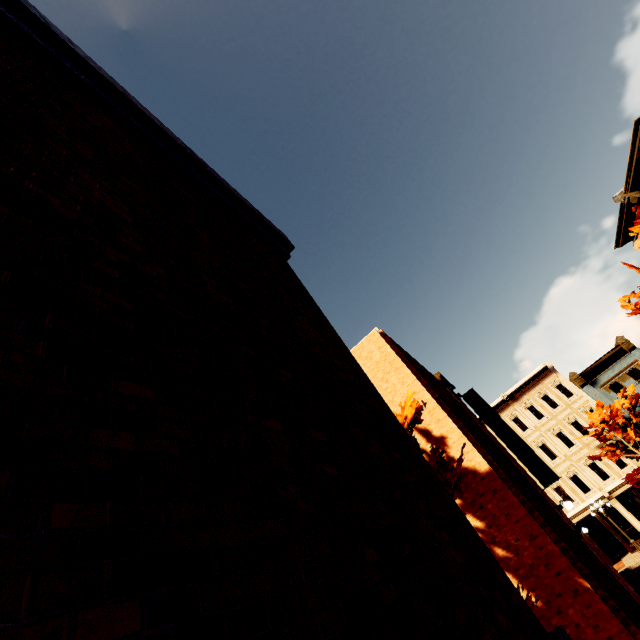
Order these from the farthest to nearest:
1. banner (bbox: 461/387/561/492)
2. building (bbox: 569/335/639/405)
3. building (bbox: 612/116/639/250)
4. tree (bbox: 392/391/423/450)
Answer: building (bbox: 569/335/639/405) < building (bbox: 612/116/639/250) < banner (bbox: 461/387/561/492) < tree (bbox: 392/391/423/450)

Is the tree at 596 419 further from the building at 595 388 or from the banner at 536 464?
the banner at 536 464

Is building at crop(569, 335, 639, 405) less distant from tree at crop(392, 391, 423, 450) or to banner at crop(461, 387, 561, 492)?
banner at crop(461, 387, 561, 492)

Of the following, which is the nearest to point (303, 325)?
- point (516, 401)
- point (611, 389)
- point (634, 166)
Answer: point (634, 166)

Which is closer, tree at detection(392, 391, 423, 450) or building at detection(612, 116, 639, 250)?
tree at detection(392, 391, 423, 450)

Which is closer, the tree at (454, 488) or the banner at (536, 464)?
the tree at (454, 488)

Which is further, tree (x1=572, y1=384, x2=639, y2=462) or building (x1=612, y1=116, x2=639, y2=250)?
tree (x1=572, y1=384, x2=639, y2=462)

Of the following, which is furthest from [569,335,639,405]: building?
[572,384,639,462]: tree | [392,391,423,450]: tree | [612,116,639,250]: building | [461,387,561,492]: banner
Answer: [392,391,423,450]: tree
